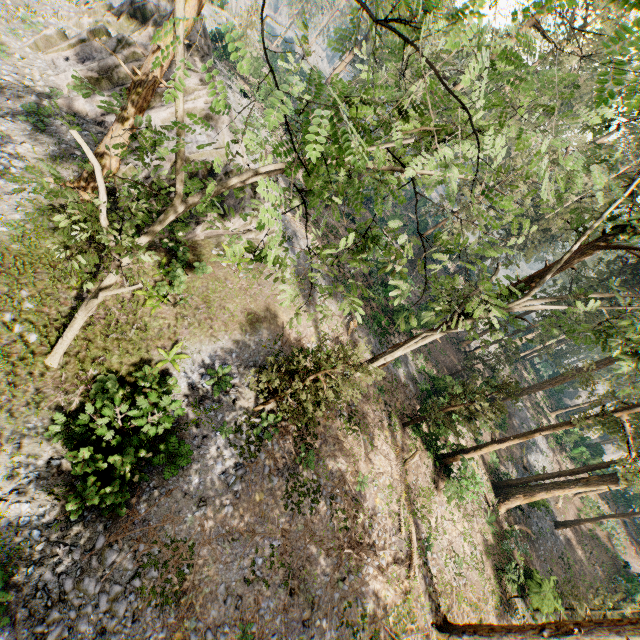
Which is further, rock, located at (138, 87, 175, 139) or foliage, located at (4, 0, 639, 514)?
rock, located at (138, 87, 175, 139)

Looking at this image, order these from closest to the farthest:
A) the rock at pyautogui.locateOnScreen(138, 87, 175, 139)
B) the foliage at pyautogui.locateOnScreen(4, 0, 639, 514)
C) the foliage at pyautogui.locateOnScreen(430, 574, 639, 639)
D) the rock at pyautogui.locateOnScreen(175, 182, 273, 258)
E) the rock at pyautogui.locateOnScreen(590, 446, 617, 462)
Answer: the foliage at pyautogui.locateOnScreen(4, 0, 639, 514) < the foliage at pyautogui.locateOnScreen(430, 574, 639, 639) < the rock at pyautogui.locateOnScreen(175, 182, 273, 258) < the rock at pyautogui.locateOnScreen(138, 87, 175, 139) < the rock at pyautogui.locateOnScreen(590, 446, 617, 462)

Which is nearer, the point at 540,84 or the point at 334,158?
the point at 334,158

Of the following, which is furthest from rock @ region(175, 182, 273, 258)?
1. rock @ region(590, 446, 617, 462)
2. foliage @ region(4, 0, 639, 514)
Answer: rock @ region(590, 446, 617, 462)

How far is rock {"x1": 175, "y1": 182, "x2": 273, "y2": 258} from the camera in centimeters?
1727cm

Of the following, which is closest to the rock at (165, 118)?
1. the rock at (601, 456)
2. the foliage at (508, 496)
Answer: the foliage at (508, 496)
